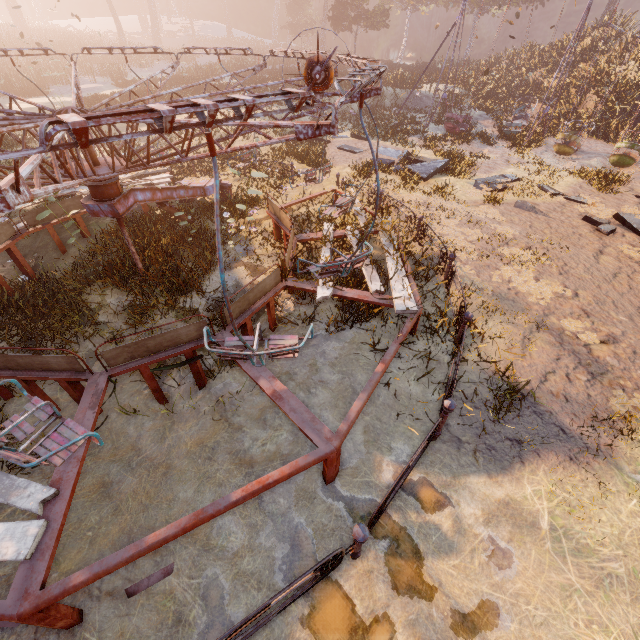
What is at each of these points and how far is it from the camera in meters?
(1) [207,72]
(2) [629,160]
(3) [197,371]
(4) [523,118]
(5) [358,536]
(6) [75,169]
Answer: (1) instancedfoliageactor, 31.8 m
(2) swing, 14.1 m
(3) merry-go-round, 5.4 m
(4) swing, 19.4 m
(5) merry-go-round, 3.1 m
(6) merry-go-round, 5.4 m

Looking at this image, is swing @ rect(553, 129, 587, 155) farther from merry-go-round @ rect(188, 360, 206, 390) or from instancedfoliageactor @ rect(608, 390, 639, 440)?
instancedfoliageactor @ rect(608, 390, 639, 440)

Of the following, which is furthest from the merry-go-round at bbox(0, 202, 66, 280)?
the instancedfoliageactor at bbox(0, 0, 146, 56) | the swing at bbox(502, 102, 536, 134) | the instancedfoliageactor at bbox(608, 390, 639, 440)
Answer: the instancedfoliageactor at bbox(0, 0, 146, 56)

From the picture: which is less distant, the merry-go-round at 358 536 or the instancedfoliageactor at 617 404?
the merry-go-round at 358 536

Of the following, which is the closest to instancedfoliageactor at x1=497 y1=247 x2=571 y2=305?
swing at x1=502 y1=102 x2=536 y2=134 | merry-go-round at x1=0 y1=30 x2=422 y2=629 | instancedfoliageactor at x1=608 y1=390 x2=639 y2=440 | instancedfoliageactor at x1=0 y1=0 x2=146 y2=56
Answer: merry-go-round at x1=0 y1=30 x2=422 y2=629

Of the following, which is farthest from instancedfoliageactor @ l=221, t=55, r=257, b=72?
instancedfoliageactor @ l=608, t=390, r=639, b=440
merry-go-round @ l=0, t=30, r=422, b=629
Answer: instancedfoliageactor @ l=608, t=390, r=639, b=440

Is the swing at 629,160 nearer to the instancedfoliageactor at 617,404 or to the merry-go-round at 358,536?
the merry-go-round at 358,536

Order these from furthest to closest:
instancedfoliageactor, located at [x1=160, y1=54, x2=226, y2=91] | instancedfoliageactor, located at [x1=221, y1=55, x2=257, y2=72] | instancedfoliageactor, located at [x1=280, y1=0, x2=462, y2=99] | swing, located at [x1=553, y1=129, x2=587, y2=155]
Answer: instancedfoliageactor, located at [x1=221, y1=55, x2=257, y2=72] < instancedfoliageactor, located at [x1=280, y1=0, x2=462, y2=99] < instancedfoliageactor, located at [x1=160, y1=54, x2=226, y2=91] < swing, located at [x1=553, y1=129, x2=587, y2=155]
